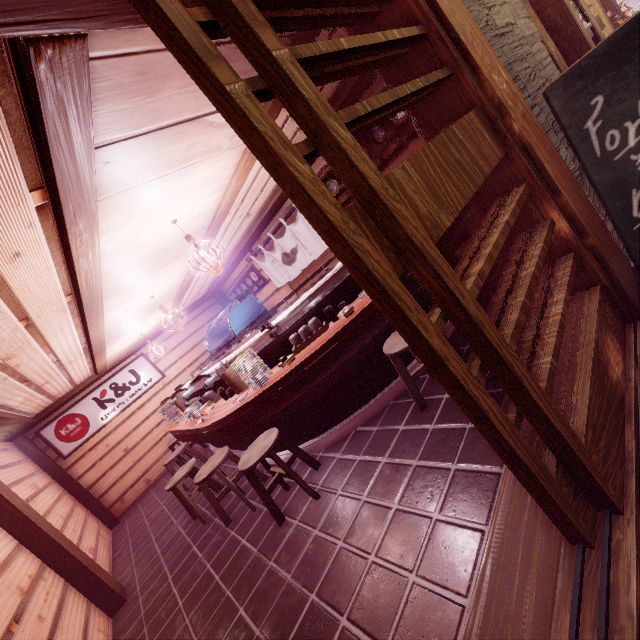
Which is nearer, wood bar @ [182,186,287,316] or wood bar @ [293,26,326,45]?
wood bar @ [293,26,326,45]

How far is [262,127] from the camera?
1.79m

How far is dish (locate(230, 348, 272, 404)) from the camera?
5.6m

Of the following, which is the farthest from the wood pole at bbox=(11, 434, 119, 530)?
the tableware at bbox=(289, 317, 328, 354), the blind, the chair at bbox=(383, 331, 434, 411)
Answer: the chair at bbox=(383, 331, 434, 411)

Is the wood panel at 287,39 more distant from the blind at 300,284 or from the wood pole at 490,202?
the blind at 300,284

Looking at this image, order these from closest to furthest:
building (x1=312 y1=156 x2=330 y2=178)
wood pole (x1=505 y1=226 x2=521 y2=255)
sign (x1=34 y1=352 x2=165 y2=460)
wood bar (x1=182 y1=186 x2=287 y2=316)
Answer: wood pole (x1=505 y1=226 x2=521 y2=255) → building (x1=312 y1=156 x2=330 y2=178) → wood bar (x1=182 y1=186 x2=287 y2=316) → sign (x1=34 y1=352 x2=165 y2=460)

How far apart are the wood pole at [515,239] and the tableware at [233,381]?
5.3 meters

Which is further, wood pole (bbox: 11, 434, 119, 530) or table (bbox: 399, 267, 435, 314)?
wood pole (bbox: 11, 434, 119, 530)
